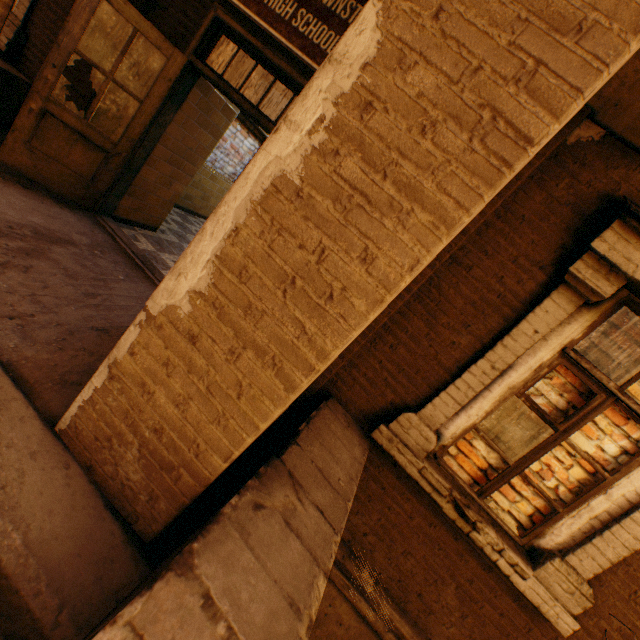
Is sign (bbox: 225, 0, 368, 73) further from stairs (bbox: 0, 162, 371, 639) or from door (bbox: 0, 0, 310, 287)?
stairs (bbox: 0, 162, 371, 639)

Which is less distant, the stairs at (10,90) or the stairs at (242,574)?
the stairs at (242,574)

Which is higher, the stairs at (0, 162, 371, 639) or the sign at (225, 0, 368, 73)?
the sign at (225, 0, 368, 73)

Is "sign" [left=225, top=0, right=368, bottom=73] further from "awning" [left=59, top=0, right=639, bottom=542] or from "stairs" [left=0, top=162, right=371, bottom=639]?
"stairs" [left=0, top=162, right=371, bottom=639]

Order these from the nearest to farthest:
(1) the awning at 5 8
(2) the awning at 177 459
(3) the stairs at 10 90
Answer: (2) the awning at 177 459 < (1) the awning at 5 8 < (3) the stairs at 10 90

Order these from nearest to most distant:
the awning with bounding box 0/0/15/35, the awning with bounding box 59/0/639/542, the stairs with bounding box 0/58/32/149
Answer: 1. the awning with bounding box 59/0/639/542
2. the awning with bounding box 0/0/15/35
3. the stairs with bounding box 0/58/32/149

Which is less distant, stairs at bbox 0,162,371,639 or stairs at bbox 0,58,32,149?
stairs at bbox 0,162,371,639

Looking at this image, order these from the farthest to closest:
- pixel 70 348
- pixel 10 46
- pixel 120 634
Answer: pixel 10 46 < pixel 70 348 < pixel 120 634
